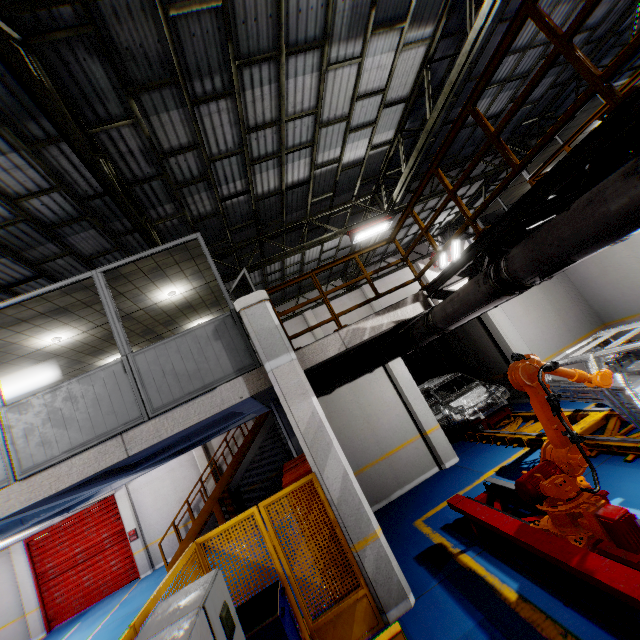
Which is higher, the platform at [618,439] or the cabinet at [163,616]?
the cabinet at [163,616]

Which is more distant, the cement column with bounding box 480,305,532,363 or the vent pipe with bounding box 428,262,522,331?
the cement column with bounding box 480,305,532,363

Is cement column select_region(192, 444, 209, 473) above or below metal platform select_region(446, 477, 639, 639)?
above

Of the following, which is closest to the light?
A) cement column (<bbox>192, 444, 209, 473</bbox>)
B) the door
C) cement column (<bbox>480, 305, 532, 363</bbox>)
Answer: cement column (<bbox>480, 305, 532, 363</bbox>)

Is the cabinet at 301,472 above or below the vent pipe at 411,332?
below

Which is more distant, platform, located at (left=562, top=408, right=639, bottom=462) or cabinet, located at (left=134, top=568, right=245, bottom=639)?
platform, located at (left=562, top=408, right=639, bottom=462)

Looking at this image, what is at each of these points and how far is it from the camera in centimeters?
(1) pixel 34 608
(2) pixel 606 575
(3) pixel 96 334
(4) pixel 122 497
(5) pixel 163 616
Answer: (1) cement column, 1336cm
(2) metal platform, 294cm
(3) cieling, 793cm
(4) cement column, 1484cm
(5) cabinet, 273cm

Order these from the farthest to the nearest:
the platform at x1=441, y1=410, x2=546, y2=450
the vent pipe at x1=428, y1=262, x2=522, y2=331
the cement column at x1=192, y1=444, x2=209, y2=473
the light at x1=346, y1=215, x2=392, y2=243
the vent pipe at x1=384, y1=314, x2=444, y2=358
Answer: the cement column at x1=192, y1=444, x2=209, y2=473, the light at x1=346, y1=215, x2=392, y2=243, the platform at x1=441, y1=410, x2=546, y2=450, the vent pipe at x1=384, y1=314, x2=444, y2=358, the vent pipe at x1=428, y1=262, x2=522, y2=331
